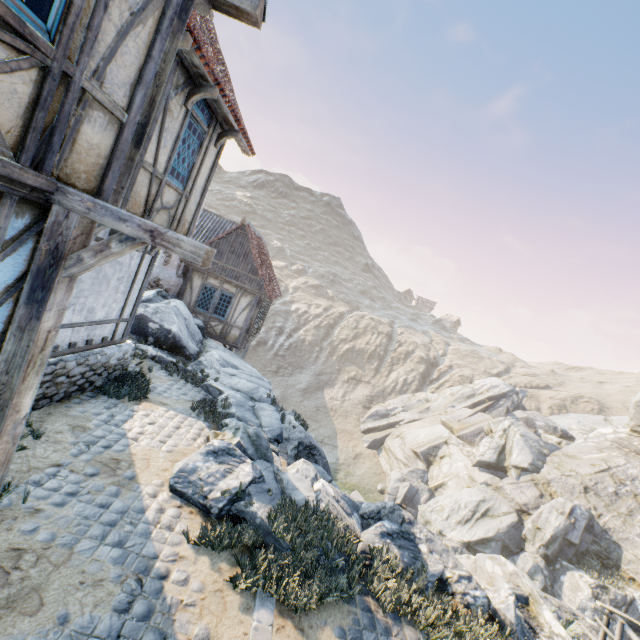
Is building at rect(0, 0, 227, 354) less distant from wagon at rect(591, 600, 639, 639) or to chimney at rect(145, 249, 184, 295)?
chimney at rect(145, 249, 184, 295)

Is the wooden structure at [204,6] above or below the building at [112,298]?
above

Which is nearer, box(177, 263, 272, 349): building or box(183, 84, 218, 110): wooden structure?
box(183, 84, 218, 110): wooden structure

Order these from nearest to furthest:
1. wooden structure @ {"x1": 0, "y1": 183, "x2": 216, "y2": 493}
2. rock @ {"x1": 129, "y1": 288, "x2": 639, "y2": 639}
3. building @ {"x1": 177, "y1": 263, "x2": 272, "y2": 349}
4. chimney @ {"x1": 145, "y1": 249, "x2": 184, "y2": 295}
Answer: wooden structure @ {"x1": 0, "y1": 183, "x2": 216, "y2": 493} → rock @ {"x1": 129, "y1": 288, "x2": 639, "y2": 639} → chimney @ {"x1": 145, "y1": 249, "x2": 184, "y2": 295} → building @ {"x1": 177, "y1": 263, "x2": 272, "y2": 349}

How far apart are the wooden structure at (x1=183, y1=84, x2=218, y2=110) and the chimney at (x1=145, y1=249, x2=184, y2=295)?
9.5m

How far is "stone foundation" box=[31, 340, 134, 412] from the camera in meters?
6.1 m

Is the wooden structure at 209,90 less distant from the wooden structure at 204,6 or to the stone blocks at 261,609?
the wooden structure at 204,6

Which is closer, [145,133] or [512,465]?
[145,133]
